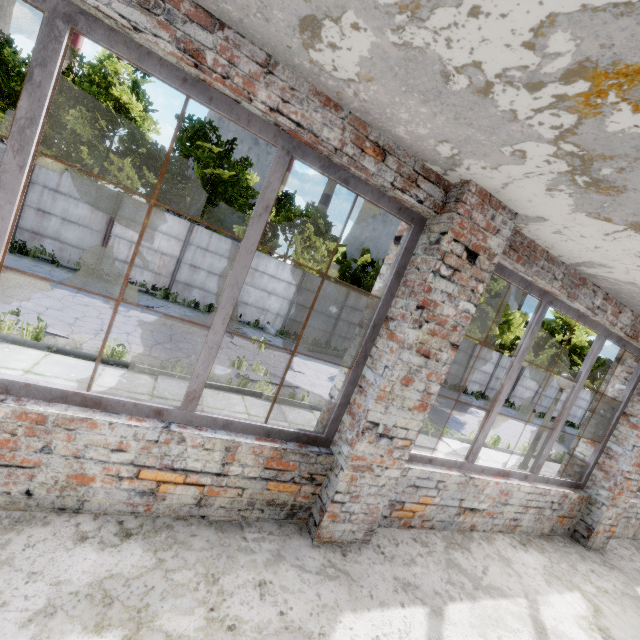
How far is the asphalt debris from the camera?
12.48m

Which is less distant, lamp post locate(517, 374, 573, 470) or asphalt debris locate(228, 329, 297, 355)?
lamp post locate(517, 374, 573, 470)

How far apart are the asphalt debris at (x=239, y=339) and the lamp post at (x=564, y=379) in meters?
9.0 m

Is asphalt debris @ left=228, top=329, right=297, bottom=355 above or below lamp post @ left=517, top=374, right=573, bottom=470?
below

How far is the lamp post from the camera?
6.7m

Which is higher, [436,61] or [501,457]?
[436,61]

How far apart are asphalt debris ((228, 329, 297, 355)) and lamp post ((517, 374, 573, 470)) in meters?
9.0 m

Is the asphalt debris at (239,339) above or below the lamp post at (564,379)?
below
